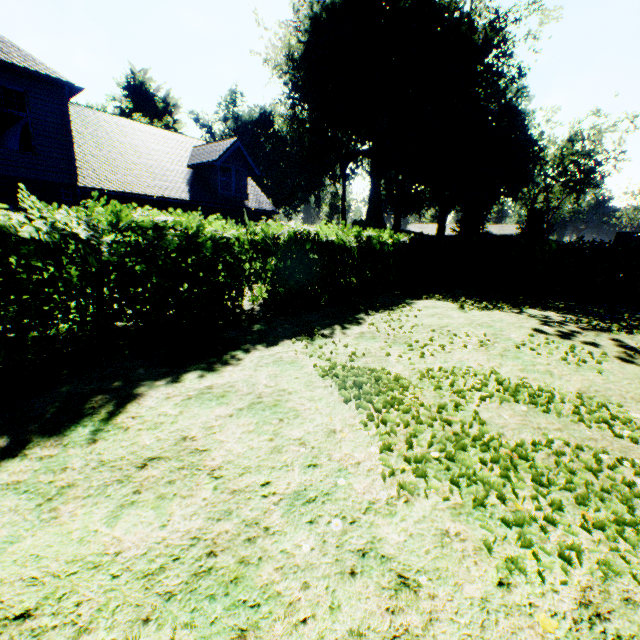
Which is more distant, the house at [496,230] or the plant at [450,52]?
the house at [496,230]

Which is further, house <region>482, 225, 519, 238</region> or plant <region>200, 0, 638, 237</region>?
house <region>482, 225, 519, 238</region>

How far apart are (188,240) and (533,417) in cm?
626

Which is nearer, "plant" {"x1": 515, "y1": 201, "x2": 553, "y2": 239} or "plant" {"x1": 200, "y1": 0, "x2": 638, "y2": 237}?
"plant" {"x1": 200, "y1": 0, "x2": 638, "y2": 237}

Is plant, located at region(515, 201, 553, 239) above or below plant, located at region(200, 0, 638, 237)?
below

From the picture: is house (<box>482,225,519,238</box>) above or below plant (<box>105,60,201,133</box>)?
below

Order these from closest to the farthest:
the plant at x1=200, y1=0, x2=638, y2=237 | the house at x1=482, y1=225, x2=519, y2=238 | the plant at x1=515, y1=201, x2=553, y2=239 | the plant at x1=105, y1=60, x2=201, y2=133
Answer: the plant at x1=200, y1=0, x2=638, y2=237
the plant at x1=105, y1=60, x2=201, y2=133
the plant at x1=515, y1=201, x2=553, y2=239
the house at x1=482, y1=225, x2=519, y2=238
